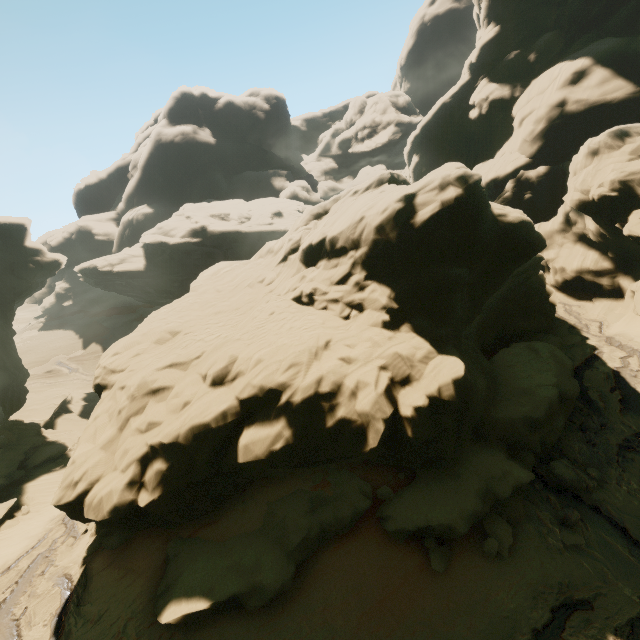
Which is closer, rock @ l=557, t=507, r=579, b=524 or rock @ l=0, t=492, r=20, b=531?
rock @ l=557, t=507, r=579, b=524

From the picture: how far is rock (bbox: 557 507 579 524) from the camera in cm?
1012

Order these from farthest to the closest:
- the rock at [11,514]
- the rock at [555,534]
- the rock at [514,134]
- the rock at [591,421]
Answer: the rock at [11,514], the rock at [591,421], the rock at [514,134], the rock at [555,534]

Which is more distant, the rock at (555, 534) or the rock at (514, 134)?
the rock at (514, 134)

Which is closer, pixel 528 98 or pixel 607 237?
pixel 607 237
